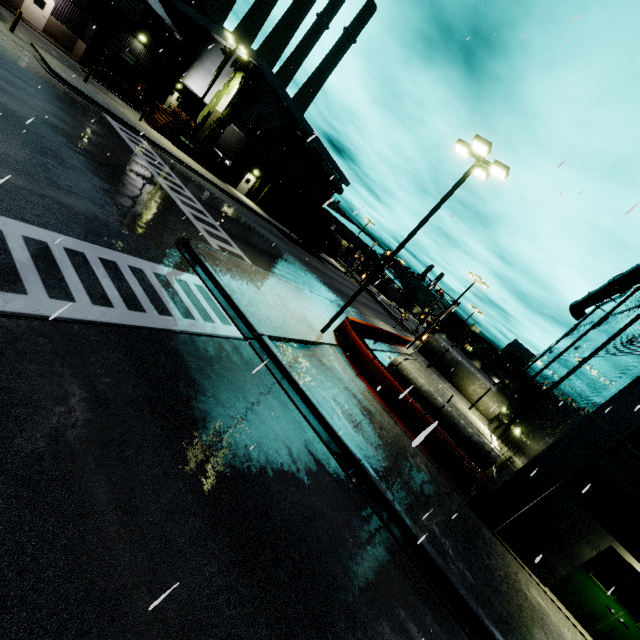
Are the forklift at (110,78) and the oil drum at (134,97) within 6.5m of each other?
yes

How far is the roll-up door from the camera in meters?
41.9

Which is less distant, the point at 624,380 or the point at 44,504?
the point at 44,504

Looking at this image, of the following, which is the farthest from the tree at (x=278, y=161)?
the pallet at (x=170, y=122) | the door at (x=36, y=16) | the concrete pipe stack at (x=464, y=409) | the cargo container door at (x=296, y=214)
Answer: the door at (x=36, y=16)

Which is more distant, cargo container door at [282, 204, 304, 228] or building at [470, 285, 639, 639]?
cargo container door at [282, 204, 304, 228]

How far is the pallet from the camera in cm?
2841

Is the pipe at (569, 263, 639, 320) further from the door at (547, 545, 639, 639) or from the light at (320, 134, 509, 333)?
the door at (547, 545, 639, 639)

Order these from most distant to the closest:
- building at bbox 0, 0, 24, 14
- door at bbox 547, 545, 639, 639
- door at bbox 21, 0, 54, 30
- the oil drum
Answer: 1. the oil drum
2. door at bbox 21, 0, 54, 30
3. building at bbox 0, 0, 24, 14
4. door at bbox 547, 545, 639, 639
